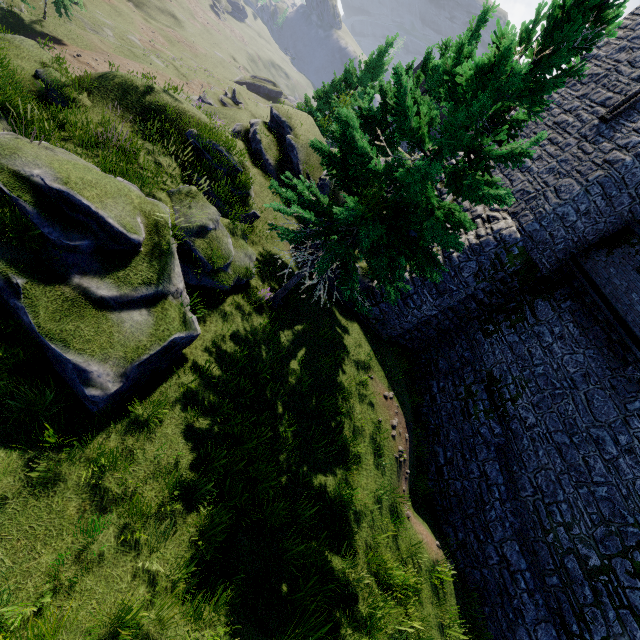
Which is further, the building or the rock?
the building

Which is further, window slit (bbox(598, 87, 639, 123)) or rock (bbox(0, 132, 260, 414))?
window slit (bbox(598, 87, 639, 123))

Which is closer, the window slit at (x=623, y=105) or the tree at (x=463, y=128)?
the tree at (x=463, y=128)

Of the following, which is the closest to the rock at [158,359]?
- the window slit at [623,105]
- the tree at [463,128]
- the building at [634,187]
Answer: the tree at [463,128]

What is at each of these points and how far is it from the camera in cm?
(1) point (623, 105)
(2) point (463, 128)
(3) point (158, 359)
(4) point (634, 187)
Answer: (1) window slit, 1361
(2) tree, 684
(3) rock, 852
(4) building, 1273

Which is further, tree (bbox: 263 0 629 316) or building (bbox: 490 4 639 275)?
building (bbox: 490 4 639 275)

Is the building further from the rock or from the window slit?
the rock

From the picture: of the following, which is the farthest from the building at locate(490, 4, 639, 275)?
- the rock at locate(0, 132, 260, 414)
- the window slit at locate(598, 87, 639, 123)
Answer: the rock at locate(0, 132, 260, 414)
